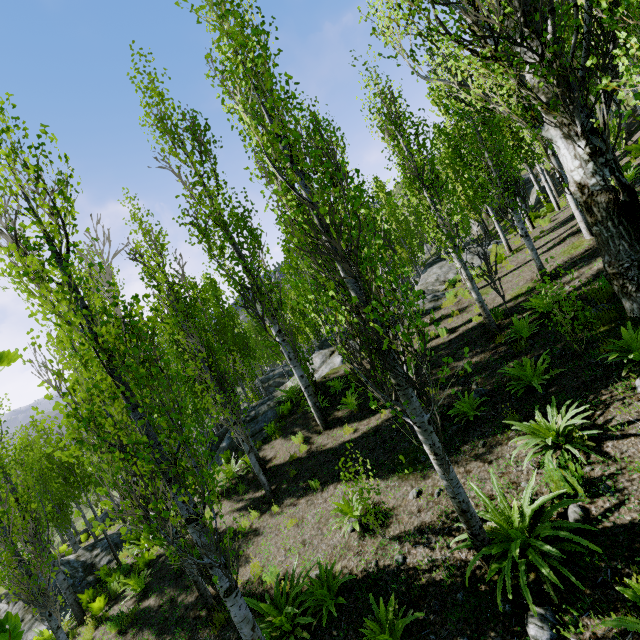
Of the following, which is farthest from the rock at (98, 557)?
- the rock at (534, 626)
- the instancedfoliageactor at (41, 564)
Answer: the rock at (534, 626)

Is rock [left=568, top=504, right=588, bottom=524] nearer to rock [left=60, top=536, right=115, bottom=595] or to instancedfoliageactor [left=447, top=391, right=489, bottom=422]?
instancedfoliageactor [left=447, top=391, right=489, bottom=422]

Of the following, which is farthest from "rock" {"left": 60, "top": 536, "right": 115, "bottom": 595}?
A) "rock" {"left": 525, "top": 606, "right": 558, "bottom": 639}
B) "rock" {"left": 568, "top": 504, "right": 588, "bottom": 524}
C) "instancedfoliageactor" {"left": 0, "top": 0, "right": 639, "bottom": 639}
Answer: "rock" {"left": 525, "top": 606, "right": 558, "bottom": 639}

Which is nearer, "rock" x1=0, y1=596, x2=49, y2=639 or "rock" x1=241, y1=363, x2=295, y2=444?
"rock" x1=0, y1=596, x2=49, y2=639

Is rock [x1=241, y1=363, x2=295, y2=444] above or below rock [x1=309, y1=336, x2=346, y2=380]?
below

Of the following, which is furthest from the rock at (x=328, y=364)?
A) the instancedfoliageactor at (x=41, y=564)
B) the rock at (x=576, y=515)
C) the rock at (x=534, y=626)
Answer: the rock at (x=534, y=626)

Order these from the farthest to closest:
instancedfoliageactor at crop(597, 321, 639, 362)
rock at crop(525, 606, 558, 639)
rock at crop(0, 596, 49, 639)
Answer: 1. rock at crop(0, 596, 49, 639)
2. instancedfoliageactor at crop(597, 321, 639, 362)
3. rock at crop(525, 606, 558, 639)

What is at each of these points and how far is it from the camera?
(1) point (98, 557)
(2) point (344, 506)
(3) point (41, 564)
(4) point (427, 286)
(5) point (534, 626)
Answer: (1) rock, 14.5m
(2) instancedfoliageactor, 6.7m
(3) instancedfoliageactor, 7.3m
(4) rock, 18.6m
(5) rock, 3.3m
